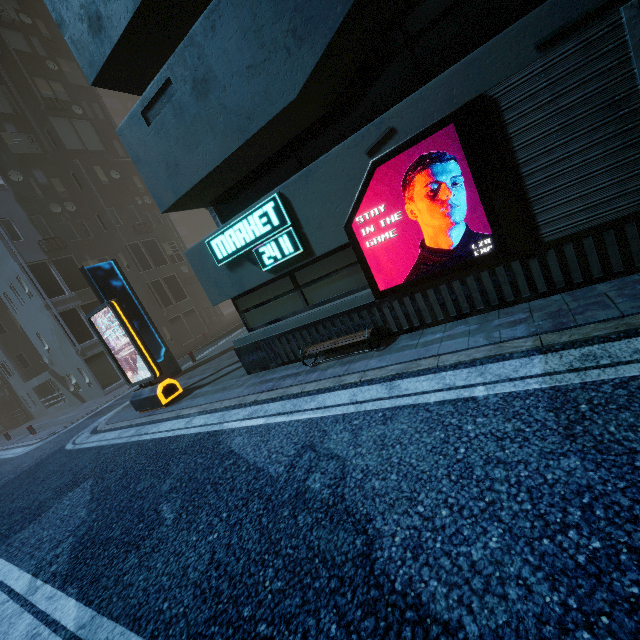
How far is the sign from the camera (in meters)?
6.18

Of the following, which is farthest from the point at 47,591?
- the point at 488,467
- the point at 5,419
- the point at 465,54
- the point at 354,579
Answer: the point at 5,419

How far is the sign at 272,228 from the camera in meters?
6.2

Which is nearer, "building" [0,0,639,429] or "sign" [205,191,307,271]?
"building" [0,0,639,429]

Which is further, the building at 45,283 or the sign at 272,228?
the sign at 272,228
